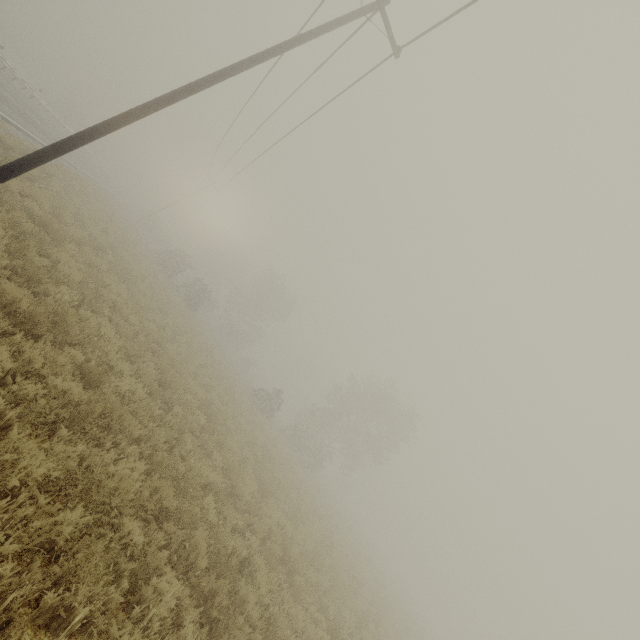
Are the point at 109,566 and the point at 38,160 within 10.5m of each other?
yes
